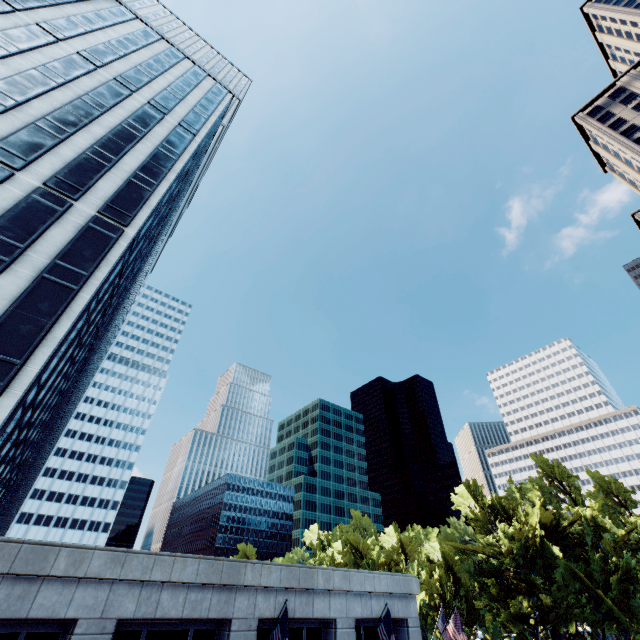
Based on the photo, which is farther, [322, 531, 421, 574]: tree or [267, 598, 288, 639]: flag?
[322, 531, 421, 574]: tree

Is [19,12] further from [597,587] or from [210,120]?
[597,587]

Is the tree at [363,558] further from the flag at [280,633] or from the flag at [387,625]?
the flag at [280,633]

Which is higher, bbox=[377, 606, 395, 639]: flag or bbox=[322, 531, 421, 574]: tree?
bbox=[322, 531, 421, 574]: tree

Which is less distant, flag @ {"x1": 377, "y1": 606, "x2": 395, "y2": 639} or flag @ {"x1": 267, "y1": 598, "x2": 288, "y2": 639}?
flag @ {"x1": 267, "y1": 598, "x2": 288, "y2": 639}

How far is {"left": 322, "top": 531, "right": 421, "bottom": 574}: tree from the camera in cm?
5447

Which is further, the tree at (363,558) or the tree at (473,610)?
the tree at (363,558)

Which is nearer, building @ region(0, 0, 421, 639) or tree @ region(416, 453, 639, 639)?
building @ region(0, 0, 421, 639)
